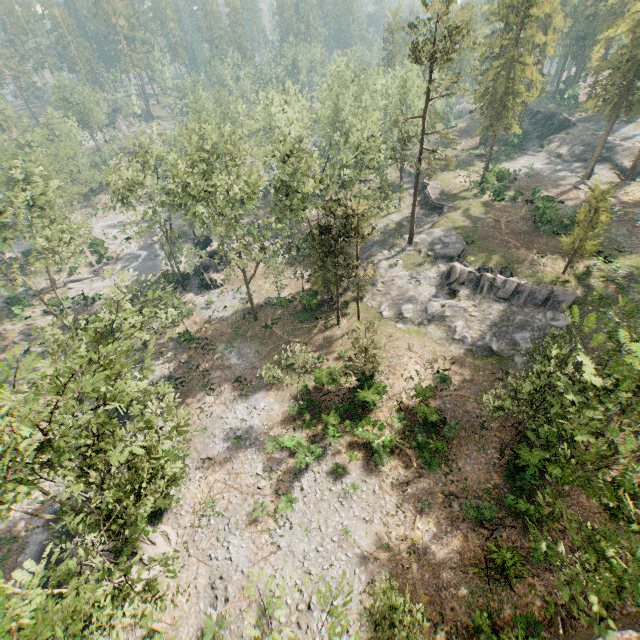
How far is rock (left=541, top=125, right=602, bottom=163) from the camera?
53.56m

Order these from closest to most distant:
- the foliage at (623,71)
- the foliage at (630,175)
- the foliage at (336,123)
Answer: the foliage at (336,123)
the foliage at (623,71)
the foliage at (630,175)

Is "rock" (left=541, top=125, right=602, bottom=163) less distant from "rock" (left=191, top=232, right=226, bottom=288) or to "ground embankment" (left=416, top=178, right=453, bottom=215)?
"ground embankment" (left=416, top=178, right=453, bottom=215)

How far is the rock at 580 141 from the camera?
53.56m

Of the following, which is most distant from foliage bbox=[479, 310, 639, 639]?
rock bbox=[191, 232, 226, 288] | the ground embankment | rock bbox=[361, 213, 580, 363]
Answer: the ground embankment

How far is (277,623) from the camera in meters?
18.6

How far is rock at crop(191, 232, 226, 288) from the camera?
45.34m

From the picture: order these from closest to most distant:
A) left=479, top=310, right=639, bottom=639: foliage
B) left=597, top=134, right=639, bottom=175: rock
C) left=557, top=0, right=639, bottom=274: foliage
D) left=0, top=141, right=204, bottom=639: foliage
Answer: left=479, top=310, right=639, bottom=639: foliage
left=0, top=141, right=204, bottom=639: foliage
left=557, top=0, right=639, bottom=274: foliage
left=597, top=134, right=639, bottom=175: rock
